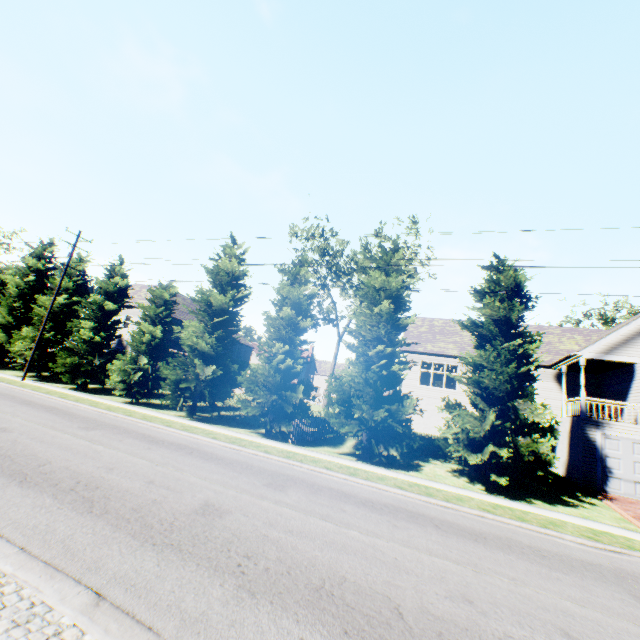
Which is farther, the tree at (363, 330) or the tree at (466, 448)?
the tree at (363, 330)

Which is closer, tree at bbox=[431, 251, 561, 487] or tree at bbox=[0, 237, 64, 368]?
tree at bbox=[431, 251, 561, 487]

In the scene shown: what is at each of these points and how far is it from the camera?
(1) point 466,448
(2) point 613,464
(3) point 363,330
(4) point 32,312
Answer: (1) tree, 13.5m
(2) garage door, 16.1m
(3) tree, 16.1m
(4) tree, 29.7m

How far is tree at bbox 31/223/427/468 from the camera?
16.0m

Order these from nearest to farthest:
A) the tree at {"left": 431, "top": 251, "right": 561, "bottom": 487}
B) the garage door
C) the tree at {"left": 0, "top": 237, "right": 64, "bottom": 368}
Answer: the tree at {"left": 431, "top": 251, "right": 561, "bottom": 487}, the garage door, the tree at {"left": 0, "top": 237, "right": 64, "bottom": 368}

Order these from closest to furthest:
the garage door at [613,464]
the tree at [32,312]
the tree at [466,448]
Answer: the tree at [466,448] < the garage door at [613,464] < the tree at [32,312]
